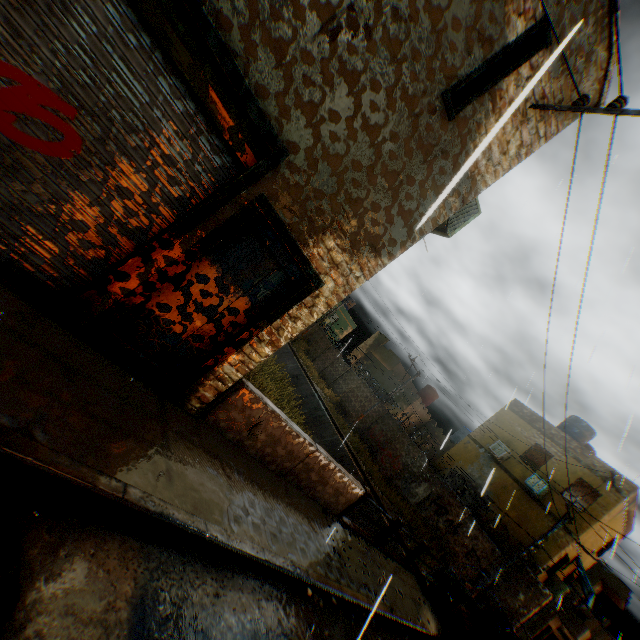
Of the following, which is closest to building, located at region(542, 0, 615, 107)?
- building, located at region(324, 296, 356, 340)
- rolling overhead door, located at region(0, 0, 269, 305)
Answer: rolling overhead door, located at region(0, 0, 269, 305)

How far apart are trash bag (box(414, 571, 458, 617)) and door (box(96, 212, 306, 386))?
7.4 meters

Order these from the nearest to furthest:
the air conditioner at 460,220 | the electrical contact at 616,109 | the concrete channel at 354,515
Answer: the electrical contact at 616,109, the air conditioner at 460,220, the concrete channel at 354,515

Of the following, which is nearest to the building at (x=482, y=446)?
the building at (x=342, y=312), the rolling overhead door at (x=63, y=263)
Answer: the rolling overhead door at (x=63, y=263)

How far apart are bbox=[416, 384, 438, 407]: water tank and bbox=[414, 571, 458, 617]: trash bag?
22.2m

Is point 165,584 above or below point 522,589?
below

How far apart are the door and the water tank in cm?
3008
